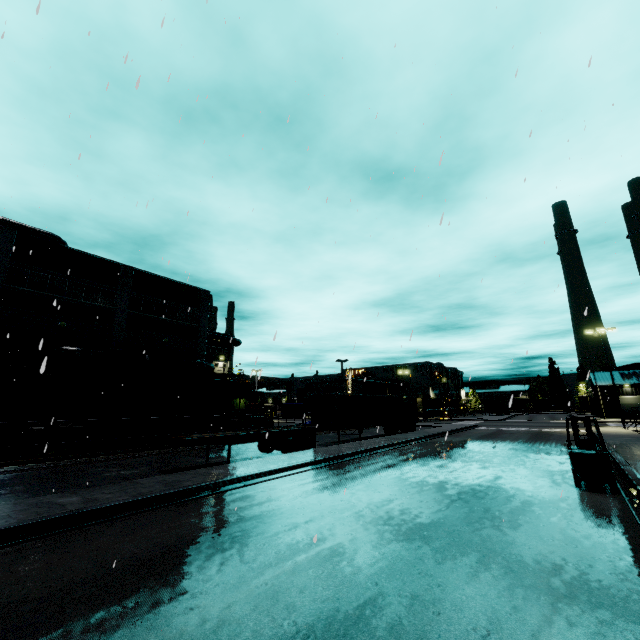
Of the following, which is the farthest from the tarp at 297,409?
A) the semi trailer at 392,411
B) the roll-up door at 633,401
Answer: the roll-up door at 633,401

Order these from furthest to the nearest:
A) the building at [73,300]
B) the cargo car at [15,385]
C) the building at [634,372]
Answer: the building at [634,372] < the building at [73,300] < the cargo car at [15,385]

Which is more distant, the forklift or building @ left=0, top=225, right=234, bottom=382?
building @ left=0, top=225, right=234, bottom=382

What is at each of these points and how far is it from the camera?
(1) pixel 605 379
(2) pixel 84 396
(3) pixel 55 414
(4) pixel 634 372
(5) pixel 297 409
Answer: (1) building, 55.1m
(2) cargo car, 21.7m
(3) roll-up door, 23.3m
(4) building, 55.0m
(5) tarp, 42.9m

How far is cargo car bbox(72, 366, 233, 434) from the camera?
21.1m

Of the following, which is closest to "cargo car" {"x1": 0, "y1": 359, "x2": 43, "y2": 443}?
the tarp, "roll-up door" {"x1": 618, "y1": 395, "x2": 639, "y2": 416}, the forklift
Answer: the tarp

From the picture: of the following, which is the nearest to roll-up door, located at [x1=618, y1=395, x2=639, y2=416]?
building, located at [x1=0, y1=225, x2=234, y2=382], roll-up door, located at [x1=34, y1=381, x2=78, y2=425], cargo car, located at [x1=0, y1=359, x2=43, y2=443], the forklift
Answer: building, located at [x1=0, y1=225, x2=234, y2=382]

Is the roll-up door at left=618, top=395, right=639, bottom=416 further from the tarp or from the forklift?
the forklift
